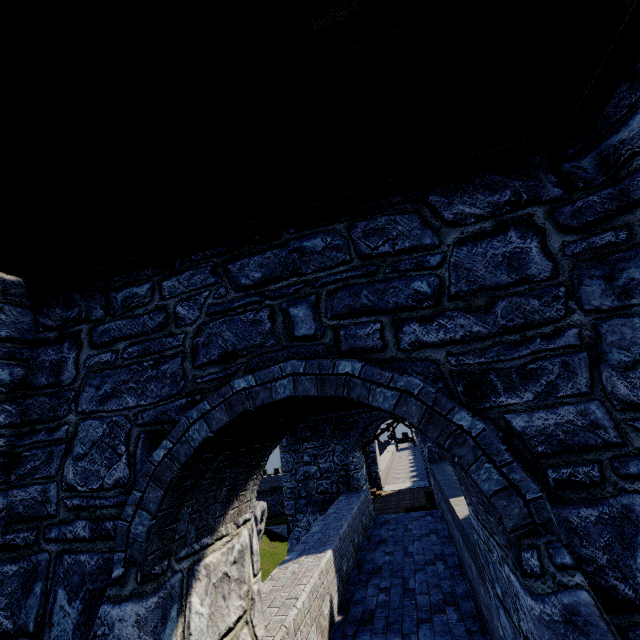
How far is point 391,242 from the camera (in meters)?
2.96
